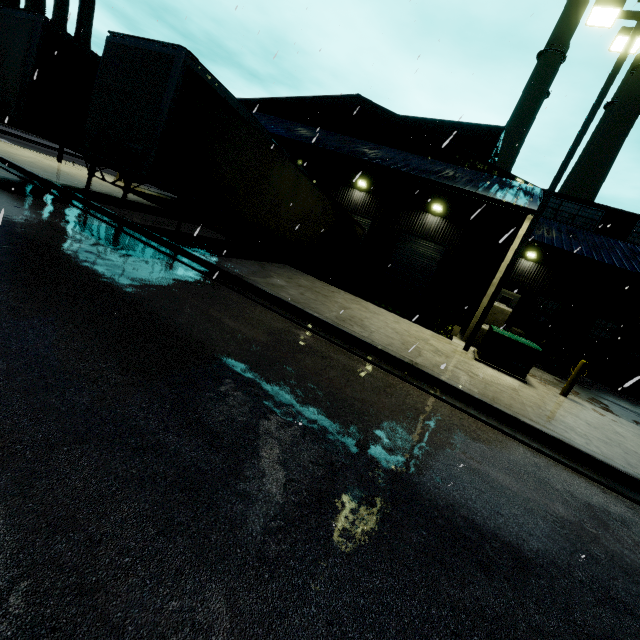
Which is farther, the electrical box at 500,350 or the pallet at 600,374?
the pallet at 600,374

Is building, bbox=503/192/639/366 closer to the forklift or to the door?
the door

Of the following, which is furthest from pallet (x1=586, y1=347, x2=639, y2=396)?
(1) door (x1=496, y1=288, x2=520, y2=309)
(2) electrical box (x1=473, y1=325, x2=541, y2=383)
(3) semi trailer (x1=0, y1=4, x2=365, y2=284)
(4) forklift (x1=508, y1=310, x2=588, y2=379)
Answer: (2) electrical box (x1=473, y1=325, x2=541, y2=383)

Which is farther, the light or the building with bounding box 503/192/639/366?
the building with bounding box 503/192/639/366

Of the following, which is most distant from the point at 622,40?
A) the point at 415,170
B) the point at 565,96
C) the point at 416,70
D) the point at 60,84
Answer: the point at 60,84

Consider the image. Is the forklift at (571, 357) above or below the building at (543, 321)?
below

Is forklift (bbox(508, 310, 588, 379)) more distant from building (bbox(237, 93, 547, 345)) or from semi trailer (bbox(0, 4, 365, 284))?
semi trailer (bbox(0, 4, 365, 284))

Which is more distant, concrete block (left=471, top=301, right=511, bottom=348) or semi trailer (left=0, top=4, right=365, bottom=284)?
concrete block (left=471, top=301, right=511, bottom=348)
